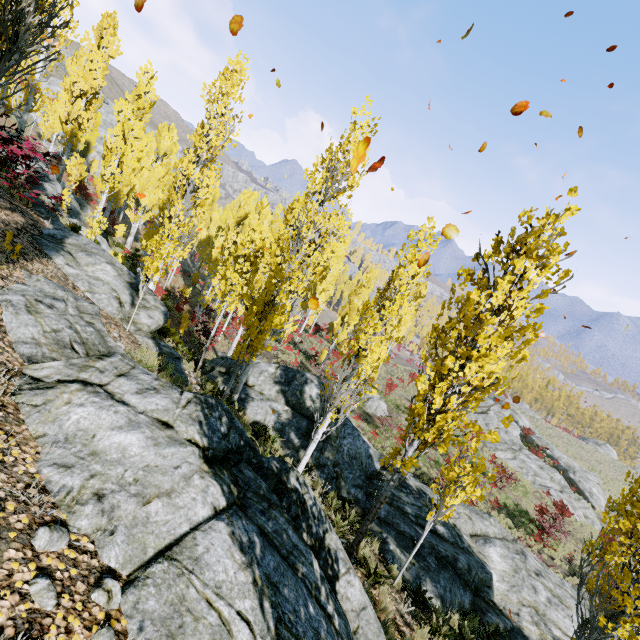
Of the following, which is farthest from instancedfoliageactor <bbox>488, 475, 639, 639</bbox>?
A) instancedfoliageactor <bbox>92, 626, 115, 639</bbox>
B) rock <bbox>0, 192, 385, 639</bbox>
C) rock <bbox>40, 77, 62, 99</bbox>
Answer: rock <bbox>40, 77, 62, 99</bbox>

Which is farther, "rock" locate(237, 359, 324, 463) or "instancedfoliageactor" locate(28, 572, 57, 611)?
"rock" locate(237, 359, 324, 463)

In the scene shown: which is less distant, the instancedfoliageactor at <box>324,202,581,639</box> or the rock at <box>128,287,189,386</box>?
the instancedfoliageactor at <box>324,202,581,639</box>

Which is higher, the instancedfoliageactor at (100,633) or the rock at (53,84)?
the rock at (53,84)

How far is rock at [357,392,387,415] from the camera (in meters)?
27.12

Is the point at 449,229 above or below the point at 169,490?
above

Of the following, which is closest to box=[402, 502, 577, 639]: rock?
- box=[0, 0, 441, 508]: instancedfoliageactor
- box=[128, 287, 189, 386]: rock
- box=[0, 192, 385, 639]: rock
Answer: box=[0, 0, 441, 508]: instancedfoliageactor

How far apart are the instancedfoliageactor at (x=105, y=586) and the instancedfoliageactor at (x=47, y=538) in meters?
0.4 m
